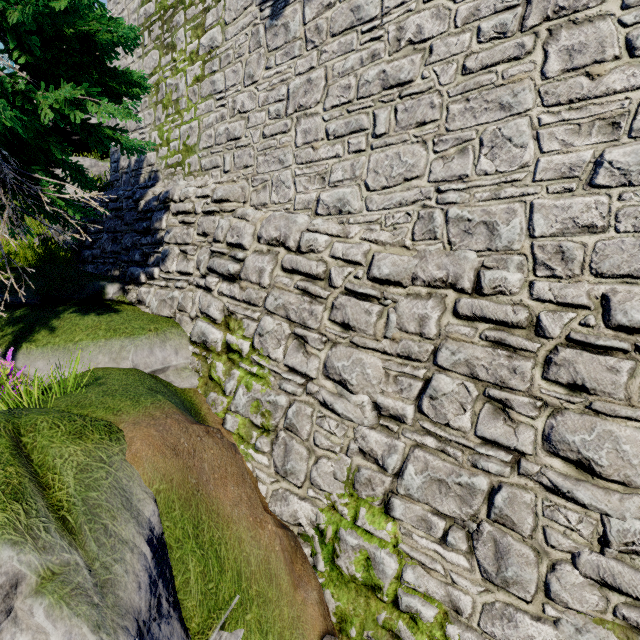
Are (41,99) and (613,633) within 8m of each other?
no

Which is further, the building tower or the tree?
the tree

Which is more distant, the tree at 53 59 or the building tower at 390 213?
the tree at 53 59
